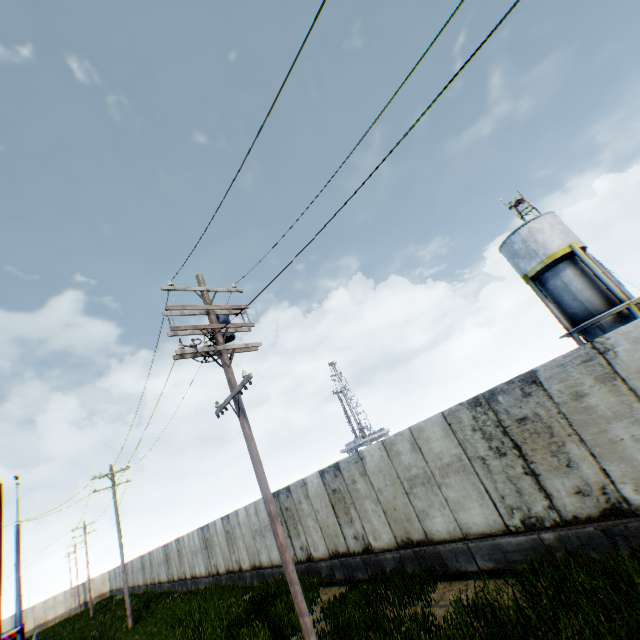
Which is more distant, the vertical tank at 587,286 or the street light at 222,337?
the vertical tank at 587,286

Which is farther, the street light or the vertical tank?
the vertical tank

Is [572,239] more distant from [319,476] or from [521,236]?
[319,476]
